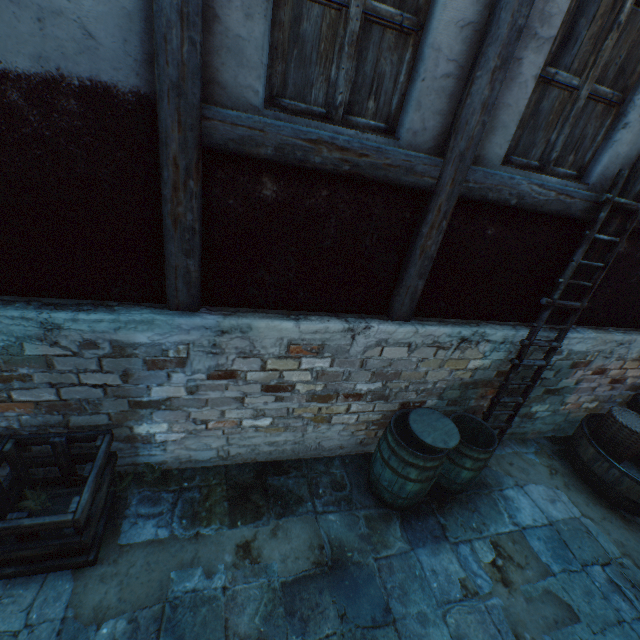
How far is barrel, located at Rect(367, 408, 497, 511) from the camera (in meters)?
3.20

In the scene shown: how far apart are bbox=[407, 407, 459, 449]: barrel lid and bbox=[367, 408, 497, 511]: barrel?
0.03m

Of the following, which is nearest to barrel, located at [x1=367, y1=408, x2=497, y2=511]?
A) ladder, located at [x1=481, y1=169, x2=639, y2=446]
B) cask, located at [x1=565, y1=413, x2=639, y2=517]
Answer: ladder, located at [x1=481, y1=169, x2=639, y2=446]

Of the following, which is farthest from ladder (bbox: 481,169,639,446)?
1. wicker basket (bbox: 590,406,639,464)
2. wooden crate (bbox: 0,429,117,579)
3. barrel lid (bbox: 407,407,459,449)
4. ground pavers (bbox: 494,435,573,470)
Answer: wooden crate (bbox: 0,429,117,579)

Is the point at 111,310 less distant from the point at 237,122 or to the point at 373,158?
the point at 237,122

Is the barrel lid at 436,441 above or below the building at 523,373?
below

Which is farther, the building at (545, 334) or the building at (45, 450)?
the building at (545, 334)

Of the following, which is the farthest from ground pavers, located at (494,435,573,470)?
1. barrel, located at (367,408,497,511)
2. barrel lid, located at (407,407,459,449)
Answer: barrel lid, located at (407,407,459,449)
